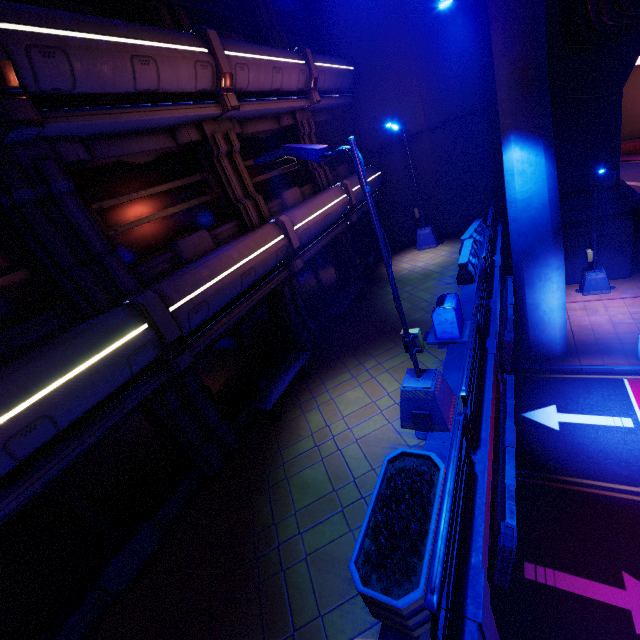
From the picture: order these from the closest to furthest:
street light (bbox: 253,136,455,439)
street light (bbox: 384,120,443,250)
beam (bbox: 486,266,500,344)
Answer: street light (bbox: 253,136,455,439), beam (bbox: 486,266,500,344), street light (bbox: 384,120,443,250)

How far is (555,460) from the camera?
9.8 meters

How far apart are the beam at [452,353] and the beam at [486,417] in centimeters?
23cm

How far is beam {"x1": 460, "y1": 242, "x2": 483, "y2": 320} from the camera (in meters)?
10.14

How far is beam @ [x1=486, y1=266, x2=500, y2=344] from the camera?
8.50m

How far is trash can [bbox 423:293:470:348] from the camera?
8.8 meters

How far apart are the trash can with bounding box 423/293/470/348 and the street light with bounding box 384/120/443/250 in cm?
771

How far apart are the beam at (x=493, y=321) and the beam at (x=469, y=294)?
0.2 meters
